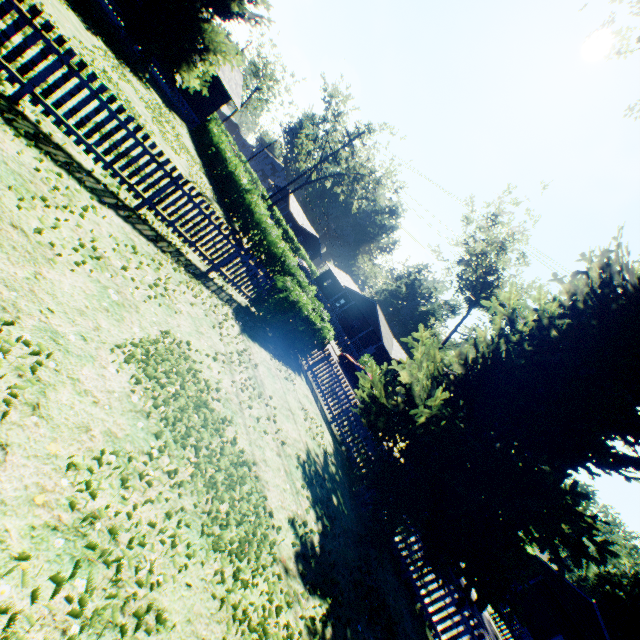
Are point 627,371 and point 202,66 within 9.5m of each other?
no

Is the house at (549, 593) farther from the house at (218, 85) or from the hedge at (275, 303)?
the house at (218, 85)

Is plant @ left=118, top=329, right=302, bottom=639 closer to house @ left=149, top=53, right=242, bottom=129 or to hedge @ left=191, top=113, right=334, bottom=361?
house @ left=149, top=53, right=242, bottom=129

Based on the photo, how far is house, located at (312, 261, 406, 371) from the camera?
41.1 meters

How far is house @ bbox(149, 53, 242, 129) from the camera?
25.2 meters

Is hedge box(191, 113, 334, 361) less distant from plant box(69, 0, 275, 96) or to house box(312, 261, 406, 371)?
plant box(69, 0, 275, 96)

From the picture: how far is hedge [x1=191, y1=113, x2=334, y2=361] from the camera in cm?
1099

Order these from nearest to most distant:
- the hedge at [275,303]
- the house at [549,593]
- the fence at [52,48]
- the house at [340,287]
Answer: the fence at [52,48]
the hedge at [275,303]
the house at [549,593]
the house at [340,287]
